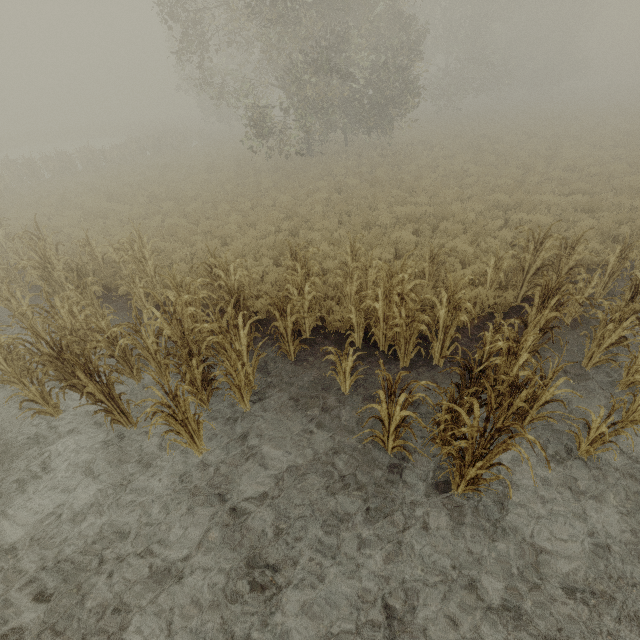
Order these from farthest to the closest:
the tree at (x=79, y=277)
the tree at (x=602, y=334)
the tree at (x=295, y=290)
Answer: the tree at (x=295, y=290) < the tree at (x=79, y=277) < the tree at (x=602, y=334)

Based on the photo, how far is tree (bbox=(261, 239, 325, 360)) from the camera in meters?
5.9

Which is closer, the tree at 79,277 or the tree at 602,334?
the tree at 602,334

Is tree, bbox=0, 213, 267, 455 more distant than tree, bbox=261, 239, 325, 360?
No

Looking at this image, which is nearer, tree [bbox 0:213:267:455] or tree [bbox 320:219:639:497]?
tree [bbox 320:219:639:497]

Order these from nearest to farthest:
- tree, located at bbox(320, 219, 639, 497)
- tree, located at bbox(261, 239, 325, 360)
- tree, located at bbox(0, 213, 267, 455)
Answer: tree, located at bbox(320, 219, 639, 497), tree, located at bbox(0, 213, 267, 455), tree, located at bbox(261, 239, 325, 360)

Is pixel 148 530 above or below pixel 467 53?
below

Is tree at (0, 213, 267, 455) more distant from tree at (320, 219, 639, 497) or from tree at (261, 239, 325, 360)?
tree at (320, 219, 639, 497)
